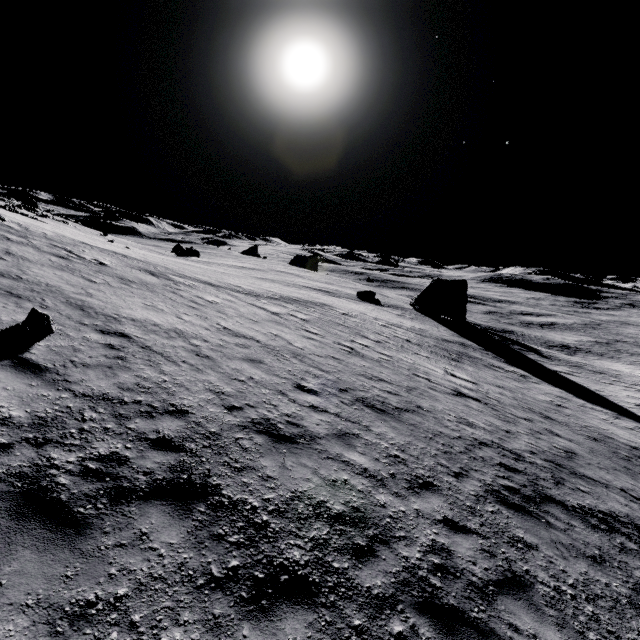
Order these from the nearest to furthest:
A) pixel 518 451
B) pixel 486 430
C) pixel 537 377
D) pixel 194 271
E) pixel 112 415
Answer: pixel 112 415 < pixel 518 451 < pixel 486 430 < pixel 537 377 < pixel 194 271

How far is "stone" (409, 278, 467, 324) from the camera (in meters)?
45.09

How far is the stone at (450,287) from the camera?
45.09m

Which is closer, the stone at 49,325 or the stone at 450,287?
the stone at 49,325

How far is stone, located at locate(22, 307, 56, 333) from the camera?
7.7 meters

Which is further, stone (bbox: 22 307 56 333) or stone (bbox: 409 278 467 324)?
stone (bbox: 409 278 467 324)
